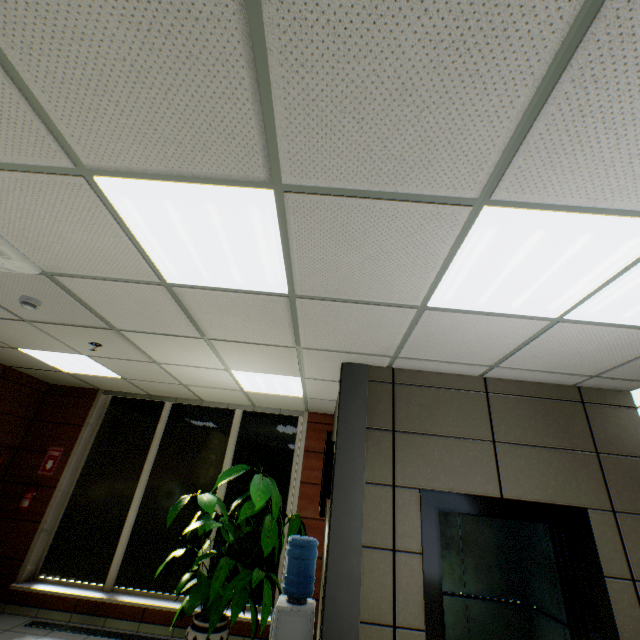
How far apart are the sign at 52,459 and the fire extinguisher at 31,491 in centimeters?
17cm

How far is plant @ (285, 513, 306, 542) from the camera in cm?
456

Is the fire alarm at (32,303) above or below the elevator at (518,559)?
above

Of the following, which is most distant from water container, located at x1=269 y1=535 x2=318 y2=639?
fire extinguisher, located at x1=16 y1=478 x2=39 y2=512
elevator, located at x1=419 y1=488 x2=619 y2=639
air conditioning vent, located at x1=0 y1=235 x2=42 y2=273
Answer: fire extinguisher, located at x1=16 y1=478 x2=39 y2=512

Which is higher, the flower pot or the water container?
the water container

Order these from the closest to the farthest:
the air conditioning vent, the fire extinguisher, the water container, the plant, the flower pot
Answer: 1. the air conditioning vent
2. the water container
3. the flower pot
4. the plant
5. the fire extinguisher

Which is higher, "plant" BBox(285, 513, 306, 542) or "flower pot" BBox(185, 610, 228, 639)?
"plant" BBox(285, 513, 306, 542)

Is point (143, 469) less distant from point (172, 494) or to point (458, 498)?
point (172, 494)
